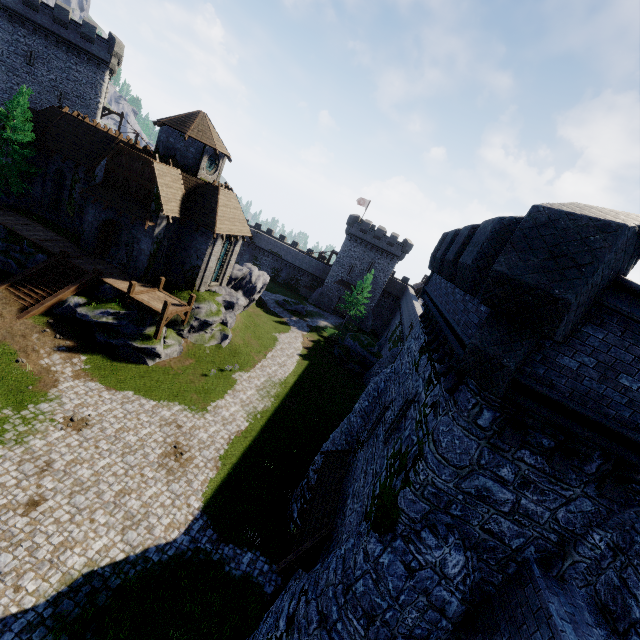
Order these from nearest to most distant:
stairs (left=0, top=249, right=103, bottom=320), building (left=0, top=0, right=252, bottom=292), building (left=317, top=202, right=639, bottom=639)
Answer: building (left=317, top=202, right=639, bottom=639) < stairs (left=0, top=249, right=103, bottom=320) < building (left=0, top=0, right=252, bottom=292)

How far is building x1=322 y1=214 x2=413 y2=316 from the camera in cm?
5388

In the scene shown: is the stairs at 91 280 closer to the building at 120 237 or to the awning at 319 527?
the building at 120 237

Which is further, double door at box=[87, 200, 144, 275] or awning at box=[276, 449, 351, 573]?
double door at box=[87, 200, 144, 275]

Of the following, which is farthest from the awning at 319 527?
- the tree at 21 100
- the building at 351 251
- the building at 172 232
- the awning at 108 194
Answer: the building at 351 251

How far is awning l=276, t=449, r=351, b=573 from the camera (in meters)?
10.48

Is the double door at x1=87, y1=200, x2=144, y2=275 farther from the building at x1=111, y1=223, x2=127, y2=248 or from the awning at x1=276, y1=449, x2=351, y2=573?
the awning at x1=276, y1=449, x2=351, y2=573

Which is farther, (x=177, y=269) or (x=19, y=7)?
(x=19, y=7)
